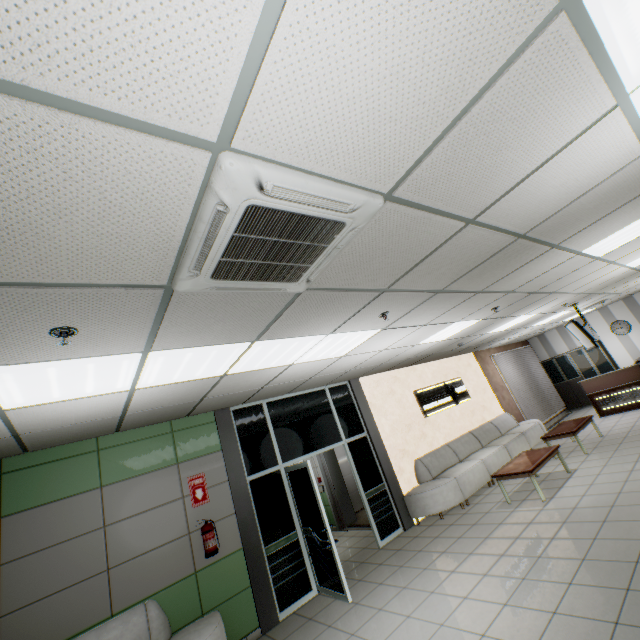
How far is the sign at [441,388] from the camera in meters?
8.7 m

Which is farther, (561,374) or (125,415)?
(561,374)

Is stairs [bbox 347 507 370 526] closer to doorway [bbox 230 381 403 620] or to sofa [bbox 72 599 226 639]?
doorway [bbox 230 381 403 620]

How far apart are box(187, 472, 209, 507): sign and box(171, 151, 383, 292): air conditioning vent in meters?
4.1

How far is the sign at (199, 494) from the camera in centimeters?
496cm

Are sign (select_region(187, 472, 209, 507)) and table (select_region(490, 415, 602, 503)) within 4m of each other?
no

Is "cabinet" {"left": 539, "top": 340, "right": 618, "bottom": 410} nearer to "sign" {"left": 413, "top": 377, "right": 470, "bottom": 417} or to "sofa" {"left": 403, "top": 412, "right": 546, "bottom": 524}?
"sofa" {"left": 403, "top": 412, "right": 546, "bottom": 524}

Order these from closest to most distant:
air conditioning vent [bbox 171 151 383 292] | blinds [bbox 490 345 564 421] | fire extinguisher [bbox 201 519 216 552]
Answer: air conditioning vent [bbox 171 151 383 292]
fire extinguisher [bbox 201 519 216 552]
blinds [bbox 490 345 564 421]
